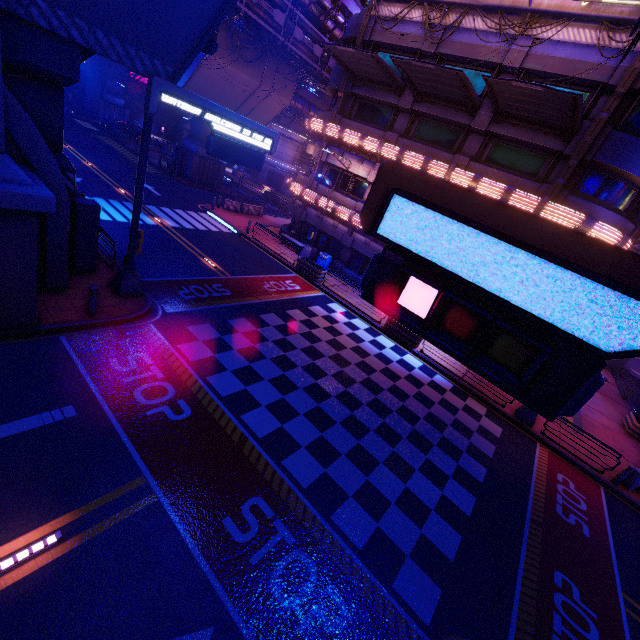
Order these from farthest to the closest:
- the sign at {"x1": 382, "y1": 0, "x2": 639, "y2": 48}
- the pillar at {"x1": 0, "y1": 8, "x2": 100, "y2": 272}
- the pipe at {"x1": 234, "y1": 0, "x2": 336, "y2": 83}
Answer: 1. the pipe at {"x1": 234, "y1": 0, "x2": 336, "y2": 83}
2. the sign at {"x1": 382, "y1": 0, "x2": 639, "y2": 48}
3. the pillar at {"x1": 0, "y1": 8, "x2": 100, "y2": 272}

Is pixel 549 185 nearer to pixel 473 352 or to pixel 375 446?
pixel 375 446

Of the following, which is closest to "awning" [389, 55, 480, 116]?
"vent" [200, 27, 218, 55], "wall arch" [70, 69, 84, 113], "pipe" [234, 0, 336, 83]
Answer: "vent" [200, 27, 218, 55]

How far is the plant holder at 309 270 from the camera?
21.3m

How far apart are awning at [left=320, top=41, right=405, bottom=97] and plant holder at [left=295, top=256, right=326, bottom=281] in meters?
11.5

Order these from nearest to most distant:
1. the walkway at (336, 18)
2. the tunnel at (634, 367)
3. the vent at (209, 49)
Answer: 1. the vent at (209, 49)
2. the walkway at (336, 18)
3. the tunnel at (634, 367)

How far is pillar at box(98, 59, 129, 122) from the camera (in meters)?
44.91

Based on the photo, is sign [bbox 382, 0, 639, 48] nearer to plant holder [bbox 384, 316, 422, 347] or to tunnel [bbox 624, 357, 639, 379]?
plant holder [bbox 384, 316, 422, 347]
